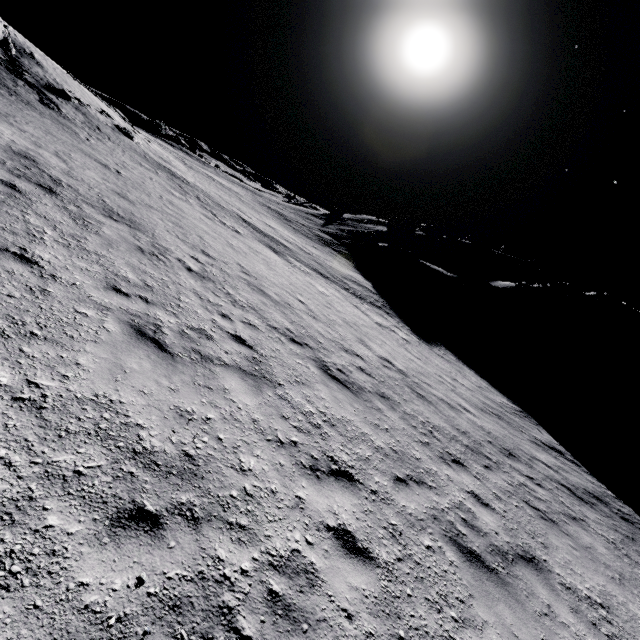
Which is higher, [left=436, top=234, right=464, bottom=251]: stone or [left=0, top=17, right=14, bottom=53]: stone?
[left=436, top=234, right=464, bottom=251]: stone

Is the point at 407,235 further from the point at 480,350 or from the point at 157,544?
the point at 157,544

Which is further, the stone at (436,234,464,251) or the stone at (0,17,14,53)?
the stone at (436,234,464,251)

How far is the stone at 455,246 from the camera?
51.6 meters

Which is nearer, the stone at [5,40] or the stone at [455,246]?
the stone at [5,40]

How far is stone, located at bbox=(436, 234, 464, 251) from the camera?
51.6m
